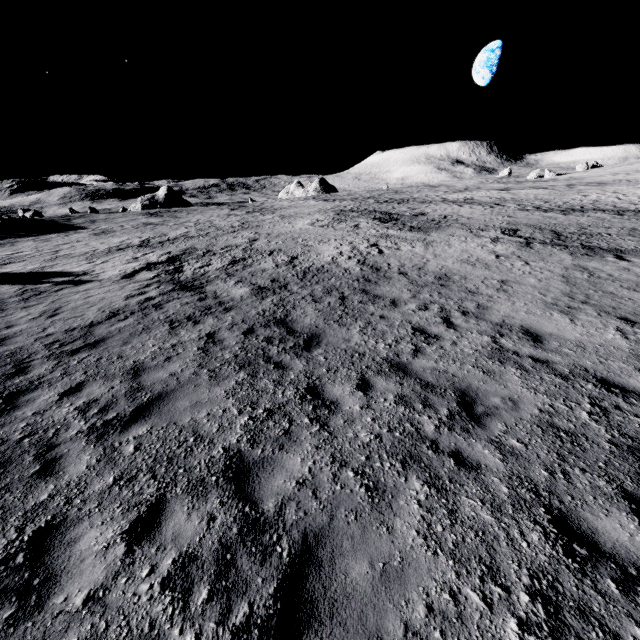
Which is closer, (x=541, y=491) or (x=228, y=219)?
(x=541, y=491)
